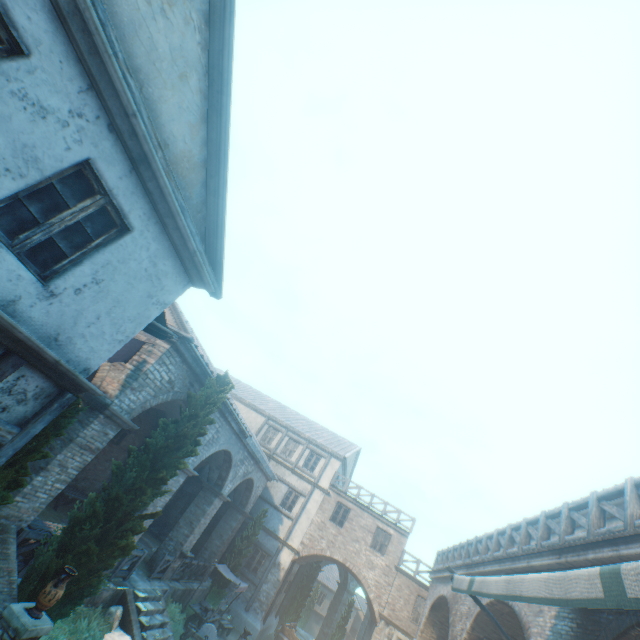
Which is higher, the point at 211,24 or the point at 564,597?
the point at 211,24

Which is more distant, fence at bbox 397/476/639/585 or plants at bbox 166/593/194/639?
plants at bbox 166/593/194/639

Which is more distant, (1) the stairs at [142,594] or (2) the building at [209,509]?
(2) the building at [209,509]

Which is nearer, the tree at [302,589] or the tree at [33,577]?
the tree at [33,577]

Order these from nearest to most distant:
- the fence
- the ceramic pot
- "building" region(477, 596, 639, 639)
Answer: "building" region(477, 596, 639, 639), the fence, the ceramic pot

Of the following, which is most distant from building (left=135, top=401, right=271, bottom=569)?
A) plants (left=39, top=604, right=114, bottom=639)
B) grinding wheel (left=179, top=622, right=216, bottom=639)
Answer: grinding wheel (left=179, top=622, right=216, bottom=639)

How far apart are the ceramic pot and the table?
8.3 meters

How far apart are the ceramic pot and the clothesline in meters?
4.4 m
